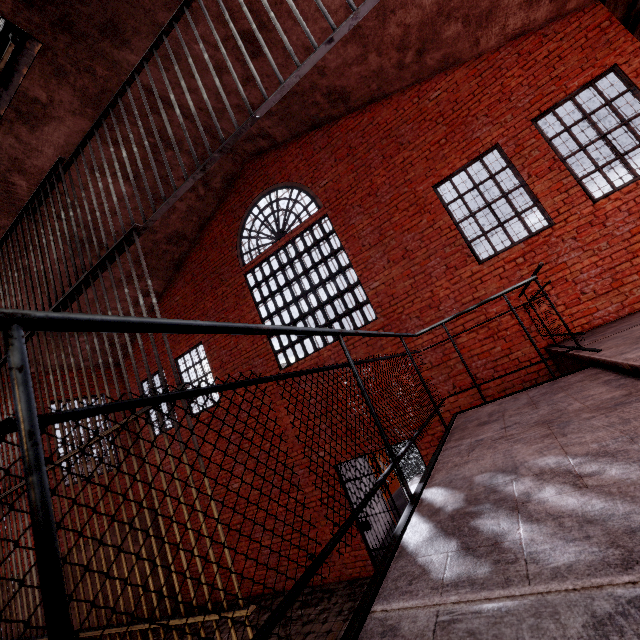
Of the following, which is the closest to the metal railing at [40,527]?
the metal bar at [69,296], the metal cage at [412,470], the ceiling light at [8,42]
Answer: the metal bar at [69,296]

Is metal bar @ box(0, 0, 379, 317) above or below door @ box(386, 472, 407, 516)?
above

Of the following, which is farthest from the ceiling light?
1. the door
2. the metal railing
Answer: the door

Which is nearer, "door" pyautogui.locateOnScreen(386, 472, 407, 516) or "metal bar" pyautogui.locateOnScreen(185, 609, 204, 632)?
"metal bar" pyautogui.locateOnScreen(185, 609, 204, 632)

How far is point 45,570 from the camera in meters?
0.5

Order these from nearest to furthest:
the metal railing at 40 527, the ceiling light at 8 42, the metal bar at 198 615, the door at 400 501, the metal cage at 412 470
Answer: the metal railing at 40 527 → the metal bar at 198 615 → the ceiling light at 8 42 → the door at 400 501 → the metal cage at 412 470

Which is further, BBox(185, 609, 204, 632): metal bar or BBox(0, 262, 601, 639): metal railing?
BBox(185, 609, 204, 632): metal bar

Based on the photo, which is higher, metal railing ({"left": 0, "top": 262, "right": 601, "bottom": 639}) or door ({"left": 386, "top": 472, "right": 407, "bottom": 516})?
metal railing ({"left": 0, "top": 262, "right": 601, "bottom": 639})
